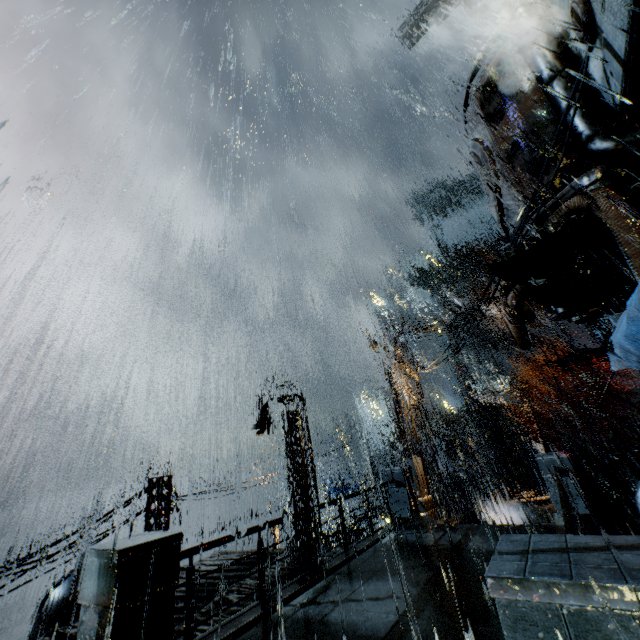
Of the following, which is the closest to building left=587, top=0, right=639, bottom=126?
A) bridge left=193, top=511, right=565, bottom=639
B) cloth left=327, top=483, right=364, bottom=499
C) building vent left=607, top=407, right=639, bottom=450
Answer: bridge left=193, top=511, right=565, bottom=639

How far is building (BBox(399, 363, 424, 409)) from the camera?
17.81m

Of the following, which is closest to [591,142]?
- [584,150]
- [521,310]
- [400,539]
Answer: [584,150]

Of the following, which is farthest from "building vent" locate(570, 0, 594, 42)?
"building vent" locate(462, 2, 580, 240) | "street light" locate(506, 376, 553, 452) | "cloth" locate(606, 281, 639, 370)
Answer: "street light" locate(506, 376, 553, 452)

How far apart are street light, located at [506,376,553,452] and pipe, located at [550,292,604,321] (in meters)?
11.53

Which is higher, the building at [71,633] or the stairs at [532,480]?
the building at [71,633]

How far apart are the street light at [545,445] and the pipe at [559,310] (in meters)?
11.53

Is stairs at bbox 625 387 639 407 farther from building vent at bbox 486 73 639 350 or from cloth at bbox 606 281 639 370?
cloth at bbox 606 281 639 370
